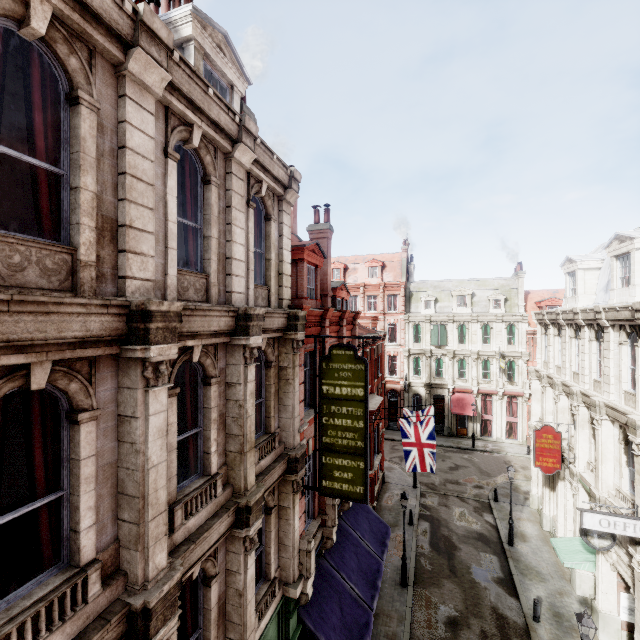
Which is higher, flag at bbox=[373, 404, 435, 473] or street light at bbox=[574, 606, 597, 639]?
flag at bbox=[373, 404, 435, 473]

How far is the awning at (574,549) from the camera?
14.3 meters

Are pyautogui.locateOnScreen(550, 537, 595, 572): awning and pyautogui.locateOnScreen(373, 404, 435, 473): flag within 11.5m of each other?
yes

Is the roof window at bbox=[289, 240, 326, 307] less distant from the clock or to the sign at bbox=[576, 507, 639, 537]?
the sign at bbox=[576, 507, 639, 537]

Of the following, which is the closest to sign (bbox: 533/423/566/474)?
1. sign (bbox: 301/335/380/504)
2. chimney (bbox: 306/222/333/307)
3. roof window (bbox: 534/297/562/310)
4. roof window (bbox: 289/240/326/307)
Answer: sign (bbox: 301/335/380/504)

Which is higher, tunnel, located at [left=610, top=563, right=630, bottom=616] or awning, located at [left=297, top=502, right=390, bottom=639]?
awning, located at [left=297, top=502, right=390, bottom=639]

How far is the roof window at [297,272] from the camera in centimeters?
1262cm

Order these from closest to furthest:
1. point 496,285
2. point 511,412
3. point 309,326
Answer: point 309,326, point 496,285, point 511,412
